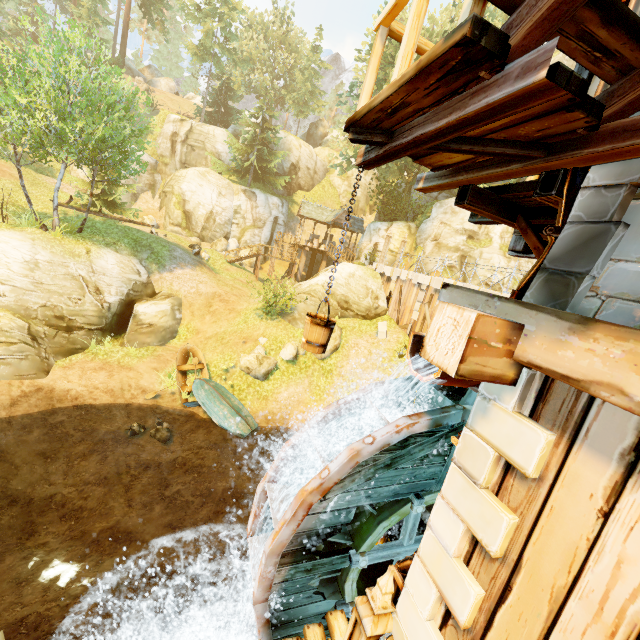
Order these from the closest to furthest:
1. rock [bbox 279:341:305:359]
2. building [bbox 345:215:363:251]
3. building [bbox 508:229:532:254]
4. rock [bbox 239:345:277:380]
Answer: building [bbox 508:229:532:254]
rock [bbox 239:345:277:380]
rock [bbox 279:341:305:359]
building [bbox 345:215:363:251]

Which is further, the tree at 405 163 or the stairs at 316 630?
the tree at 405 163

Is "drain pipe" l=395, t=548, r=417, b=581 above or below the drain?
below

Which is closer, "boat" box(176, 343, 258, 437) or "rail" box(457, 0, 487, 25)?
"rail" box(457, 0, 487, 25)

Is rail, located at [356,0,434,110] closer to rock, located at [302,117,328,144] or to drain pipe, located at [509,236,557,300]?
drain pipe, located at [509,236,557,300]

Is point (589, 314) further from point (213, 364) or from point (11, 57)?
point (11, 57)

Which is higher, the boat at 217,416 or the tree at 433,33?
the tree at 433,33

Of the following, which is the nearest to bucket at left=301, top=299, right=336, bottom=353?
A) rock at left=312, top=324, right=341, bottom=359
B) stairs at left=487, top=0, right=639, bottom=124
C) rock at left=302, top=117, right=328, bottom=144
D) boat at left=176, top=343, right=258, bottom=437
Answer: stairs at left=487, top=0, right=639, bottom=124
